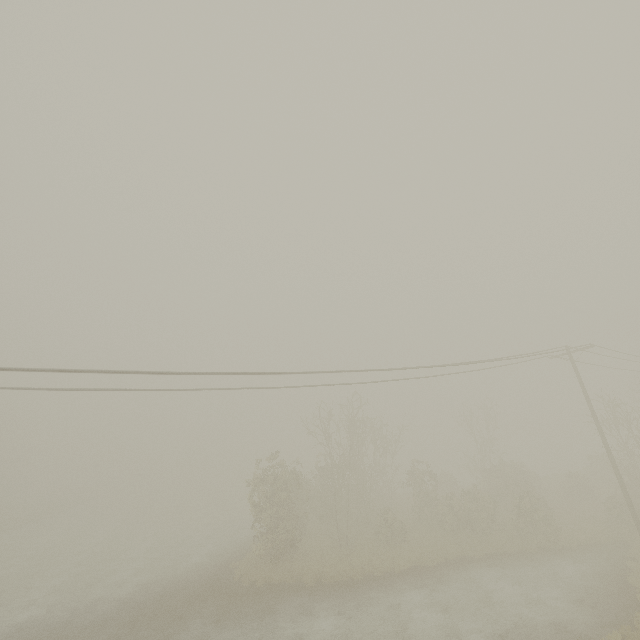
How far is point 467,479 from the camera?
44.4m
